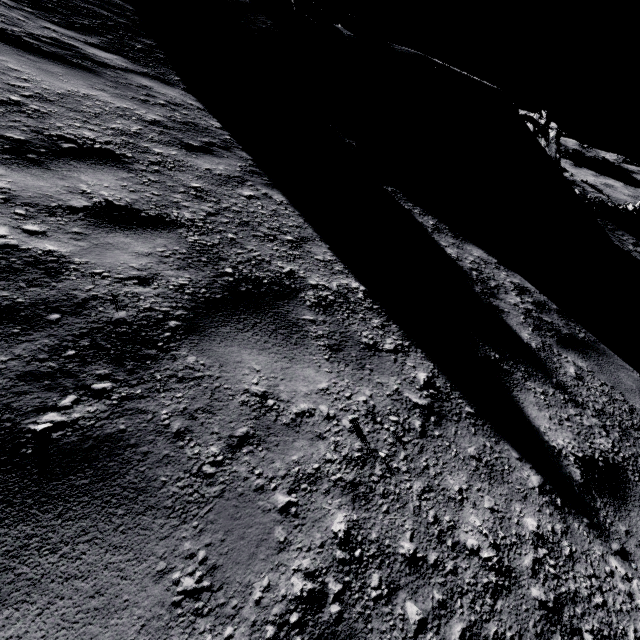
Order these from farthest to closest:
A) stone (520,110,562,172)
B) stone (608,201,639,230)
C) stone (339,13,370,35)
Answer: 1. stone (608,201,639,230)
2. stone (520,110,562,172)
3. stone (339,13,370,35)

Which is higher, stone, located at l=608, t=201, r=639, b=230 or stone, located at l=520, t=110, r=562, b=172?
stone, located at l=520, t=110, r=562, b=172

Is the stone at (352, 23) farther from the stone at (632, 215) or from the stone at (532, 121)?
the stone at (632, 215)

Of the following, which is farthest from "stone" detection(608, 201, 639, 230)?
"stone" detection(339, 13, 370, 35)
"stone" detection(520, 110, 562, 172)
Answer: "stone" detection(339, 13, 370, 35)

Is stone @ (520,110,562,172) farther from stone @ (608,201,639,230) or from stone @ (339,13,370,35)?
stone @ (608,201,639,230)

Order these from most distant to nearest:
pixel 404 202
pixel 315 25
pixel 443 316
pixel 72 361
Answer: pixel 315 25, pixel 404 202, pixel 443 316, pixel 72 361

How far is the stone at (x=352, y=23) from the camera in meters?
12.2 m
